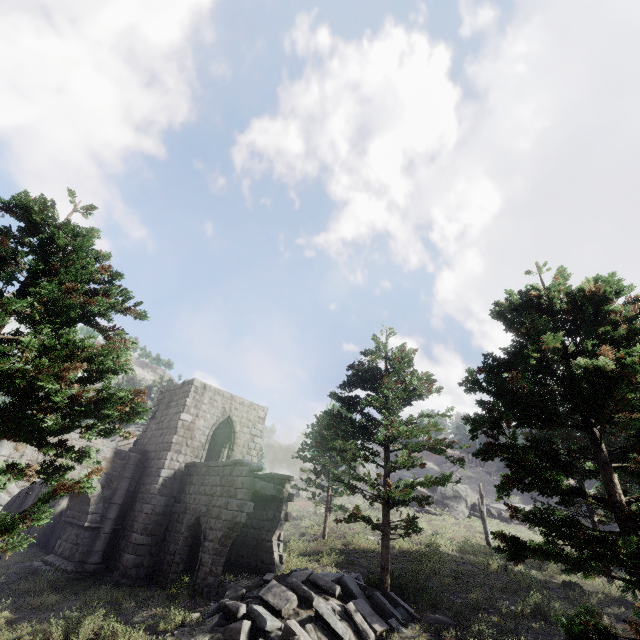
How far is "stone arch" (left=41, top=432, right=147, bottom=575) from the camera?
15.3 meters

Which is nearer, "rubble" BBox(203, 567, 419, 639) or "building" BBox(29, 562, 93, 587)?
"rubble" BBox(203, 567, 419, 639)

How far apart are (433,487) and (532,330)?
40.39m

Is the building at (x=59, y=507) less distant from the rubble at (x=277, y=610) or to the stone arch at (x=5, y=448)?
the stone arch at (x=5, y=448)

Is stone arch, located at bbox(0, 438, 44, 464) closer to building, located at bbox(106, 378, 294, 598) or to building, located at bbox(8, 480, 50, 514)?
building, located at bbox(106, 378, 294, 598)

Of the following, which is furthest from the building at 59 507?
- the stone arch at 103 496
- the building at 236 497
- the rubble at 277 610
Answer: the rubble at 277 610

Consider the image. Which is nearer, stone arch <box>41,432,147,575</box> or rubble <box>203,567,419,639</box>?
rubble <box>203,567,419,639</box>
